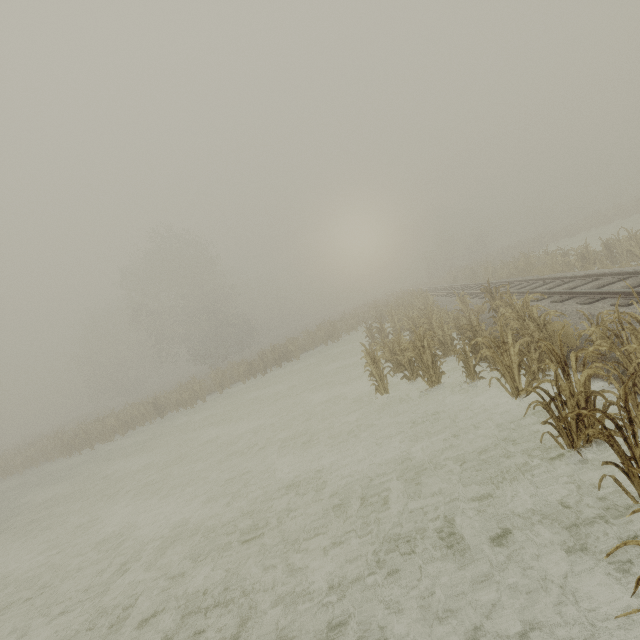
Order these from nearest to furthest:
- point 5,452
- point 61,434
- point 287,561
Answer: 1. point 287,561
2. point 61,434
3. point 5,452
